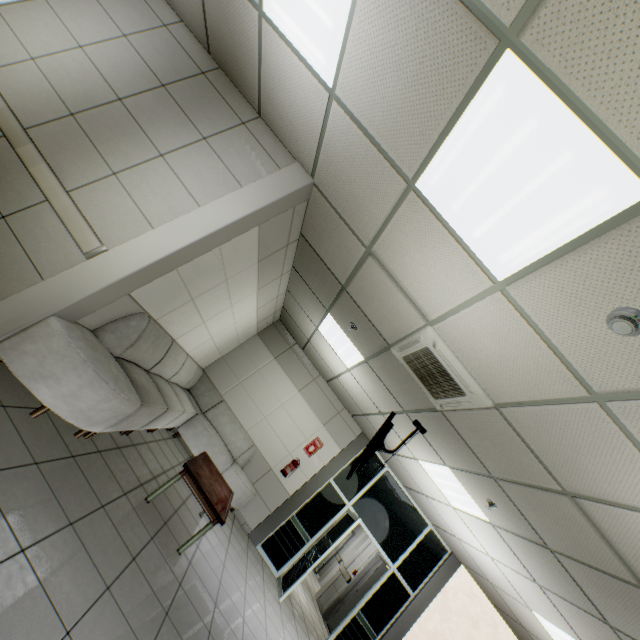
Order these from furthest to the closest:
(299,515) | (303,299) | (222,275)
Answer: (299,515), (303,299), (222,275)

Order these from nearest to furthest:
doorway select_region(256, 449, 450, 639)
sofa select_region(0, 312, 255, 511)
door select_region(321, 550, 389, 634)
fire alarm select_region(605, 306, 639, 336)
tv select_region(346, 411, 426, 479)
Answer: fire alarm select_region(605, 306, 639, 336)
sofa select_region(0, 312, 255, 511)
tv select_region(346, 411, 426, 479)
doorway select_region(256, 449, 450, 639)
door select_region(321, 550, 389, 634)

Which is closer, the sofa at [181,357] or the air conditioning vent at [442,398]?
the sofa at [181,357]

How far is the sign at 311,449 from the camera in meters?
7.4 m

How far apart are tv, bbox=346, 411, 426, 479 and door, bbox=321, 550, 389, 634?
4.77m

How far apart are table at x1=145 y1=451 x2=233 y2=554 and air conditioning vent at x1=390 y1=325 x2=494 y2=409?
2.7 meters

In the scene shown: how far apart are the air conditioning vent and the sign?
4.13m

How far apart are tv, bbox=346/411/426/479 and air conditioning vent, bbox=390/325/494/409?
0.49m
